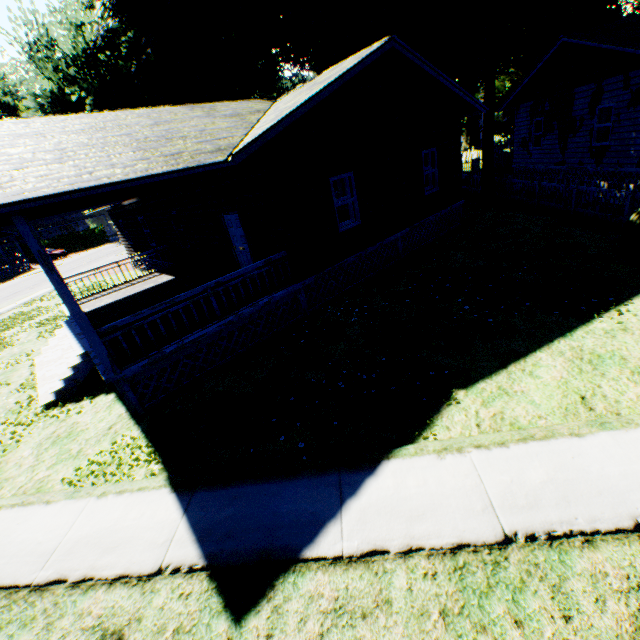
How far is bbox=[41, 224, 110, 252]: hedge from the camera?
50.81m

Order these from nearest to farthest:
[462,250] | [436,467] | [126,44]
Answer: [436,467] < [462,250] < [126,44]

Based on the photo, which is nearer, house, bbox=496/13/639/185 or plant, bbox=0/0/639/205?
house, bbox=496/13/639/185

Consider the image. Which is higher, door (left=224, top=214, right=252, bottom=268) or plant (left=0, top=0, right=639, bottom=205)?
plant (left=0, top=0, right=639, bottom=205)

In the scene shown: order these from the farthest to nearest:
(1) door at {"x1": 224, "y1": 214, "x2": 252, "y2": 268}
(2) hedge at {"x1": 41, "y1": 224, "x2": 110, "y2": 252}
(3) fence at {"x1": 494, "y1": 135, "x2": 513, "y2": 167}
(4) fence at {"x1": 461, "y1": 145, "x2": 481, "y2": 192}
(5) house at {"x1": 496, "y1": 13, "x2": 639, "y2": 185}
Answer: (2) hedge at {"x1": 41, "y1": 224, "x2": 110, "y2": 252}
(3) fence at {"x1": 494, "y1": 135, "x2": 513, "y2": 167}
(4) fence at {"x1": 461, "y1": 145, "x2": 481, "y2": 192}
(5) house at {"x1": 496, "y1": 13, "x2": 639, "y2": 185}
(1) door at {"x1": 224, "y1": 214, "x2": 252, "y2": 268}

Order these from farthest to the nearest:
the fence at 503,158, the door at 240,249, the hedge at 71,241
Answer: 1. the hedge at 71,241
2. the fence at 503,158
3. the door at 240,249

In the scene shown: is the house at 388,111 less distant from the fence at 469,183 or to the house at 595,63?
the fence at 469,183

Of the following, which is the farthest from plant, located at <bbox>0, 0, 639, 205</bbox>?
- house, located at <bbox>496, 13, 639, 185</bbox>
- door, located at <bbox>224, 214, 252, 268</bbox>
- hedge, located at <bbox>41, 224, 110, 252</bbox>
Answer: hedge, located at <bbox>41, 224, 110, 252</bbox>
